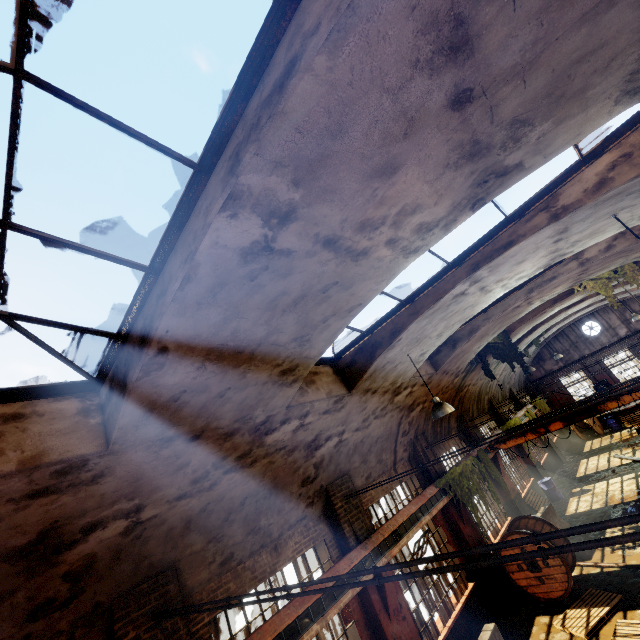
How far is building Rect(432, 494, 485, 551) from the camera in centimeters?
1095cm

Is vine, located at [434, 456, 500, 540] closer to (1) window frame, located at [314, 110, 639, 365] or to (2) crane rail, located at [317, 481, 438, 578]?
(2) crane rail, located at [317, 481, 438, 578]

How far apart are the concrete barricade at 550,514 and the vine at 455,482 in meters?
1.0

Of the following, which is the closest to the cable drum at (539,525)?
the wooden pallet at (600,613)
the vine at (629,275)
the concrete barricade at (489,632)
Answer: the wooden pallet at (600,613)

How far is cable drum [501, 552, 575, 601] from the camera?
9.34m

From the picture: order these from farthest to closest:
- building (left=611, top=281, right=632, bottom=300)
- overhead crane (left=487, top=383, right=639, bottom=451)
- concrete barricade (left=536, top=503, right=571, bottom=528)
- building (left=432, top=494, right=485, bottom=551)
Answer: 1. building (left=611, top=281, right=632, bottom=300)
2. concrete barricade (left=536, top=503, right=571, bottom=528)
3. overhead crane (left=487, top=383, right=639, bottom=451)
4. building (left=432, top=494, right=485, bottom=551)

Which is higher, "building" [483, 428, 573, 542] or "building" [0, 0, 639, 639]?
"building" [0, 0, 639, 639]

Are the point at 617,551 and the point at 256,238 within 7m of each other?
no
